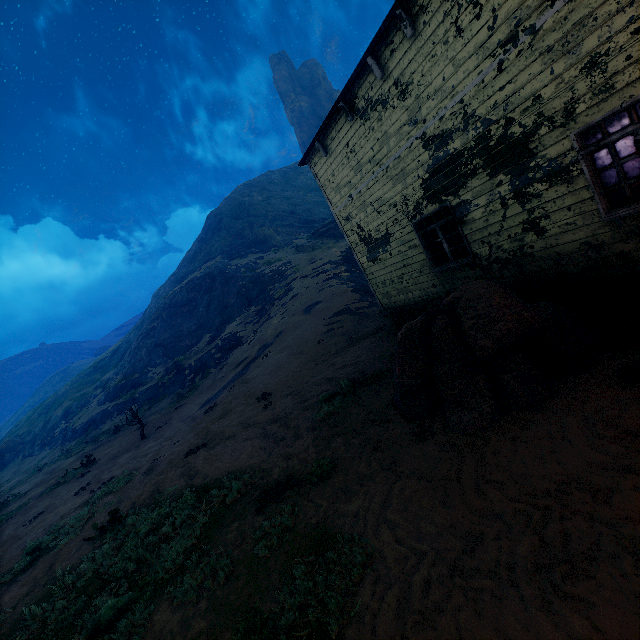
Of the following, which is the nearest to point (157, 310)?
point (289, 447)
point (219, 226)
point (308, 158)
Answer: point (219, 226)

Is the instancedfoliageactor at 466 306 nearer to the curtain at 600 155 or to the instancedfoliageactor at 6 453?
the curtain at 600 155

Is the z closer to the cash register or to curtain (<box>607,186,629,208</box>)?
curtain (<box>607,186,629,208</box>)

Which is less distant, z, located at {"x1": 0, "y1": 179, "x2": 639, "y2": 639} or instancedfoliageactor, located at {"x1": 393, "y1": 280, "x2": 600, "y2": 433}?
z, located at {"x1": 0, "y1": 179, "x2": 639, "y2": 639}

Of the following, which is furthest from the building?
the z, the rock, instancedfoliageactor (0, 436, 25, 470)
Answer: instancedfoliageactor (0, 436, 25, 470)

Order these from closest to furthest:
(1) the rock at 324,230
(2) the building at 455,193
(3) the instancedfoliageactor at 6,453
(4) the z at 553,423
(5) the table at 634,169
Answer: (4) the z at 553,423
(2) the building at 455,193
(5) the table at 634,169
(1) the rock at 324,230
(3) the instancedfoliageactor at 6,453

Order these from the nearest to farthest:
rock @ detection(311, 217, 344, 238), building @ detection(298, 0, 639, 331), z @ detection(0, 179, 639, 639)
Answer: z @ detection(0, 179, 639, 639), building @ detection(298, 0, 639, 331), rock @ detection(311, 217, 344, 238)

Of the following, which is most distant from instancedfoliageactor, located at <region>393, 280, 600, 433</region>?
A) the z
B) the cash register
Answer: the cash register
